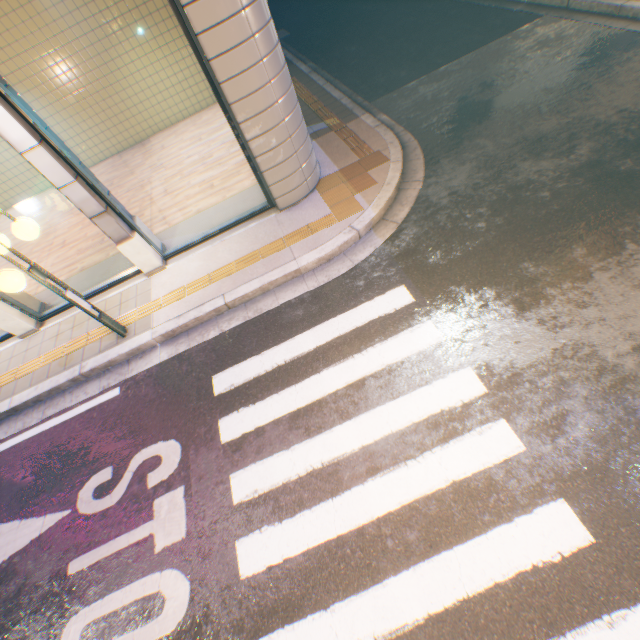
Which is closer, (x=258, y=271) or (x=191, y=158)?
(x=258, y=271)

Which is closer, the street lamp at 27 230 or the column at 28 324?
the street lamp at 27 230

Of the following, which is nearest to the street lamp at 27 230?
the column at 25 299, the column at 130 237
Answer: the column at 130 237

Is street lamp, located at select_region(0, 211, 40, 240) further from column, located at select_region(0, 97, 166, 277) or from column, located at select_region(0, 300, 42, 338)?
column, located at select_region(0, 300, 42, 338)

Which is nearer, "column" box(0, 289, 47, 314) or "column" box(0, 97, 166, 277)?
"column" box(0, 97, 166, 277)
